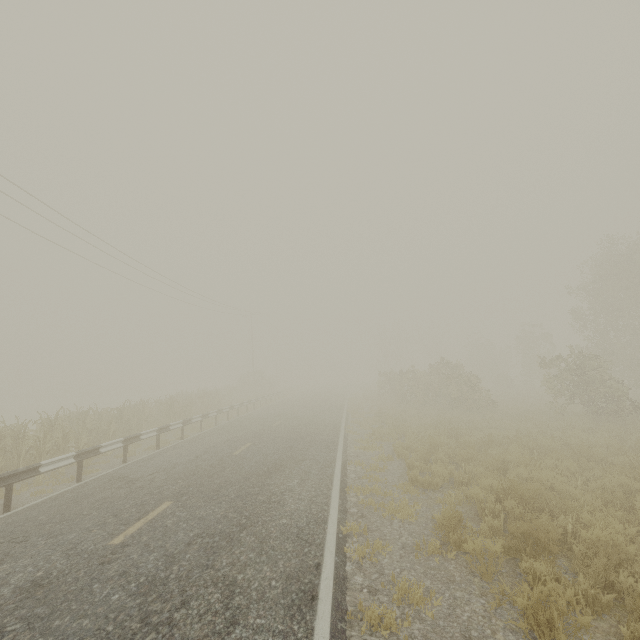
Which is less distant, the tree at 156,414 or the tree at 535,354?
the tree at 156,414

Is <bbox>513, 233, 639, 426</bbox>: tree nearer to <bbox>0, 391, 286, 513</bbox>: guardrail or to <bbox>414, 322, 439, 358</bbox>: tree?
<bbox>0, 391, 286, 513</bbox>: guardrail

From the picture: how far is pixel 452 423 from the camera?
14.4m

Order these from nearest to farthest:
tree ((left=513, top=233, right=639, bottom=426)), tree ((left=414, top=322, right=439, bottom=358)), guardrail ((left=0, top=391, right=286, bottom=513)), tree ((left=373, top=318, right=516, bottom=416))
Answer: guardrail ((left=0, top=391, right=286, bottom=513)), tree ((left=513, top=233, right=639, bottom=426)), tree ((left=373, top=318, right=516, bottom=416)), tree ((left=414, top=322, right=439, bottom=358))

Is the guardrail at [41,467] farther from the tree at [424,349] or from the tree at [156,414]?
the tree at [424,349]

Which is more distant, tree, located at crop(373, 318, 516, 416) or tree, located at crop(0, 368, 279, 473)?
tree, located at crop(373, 318, 516, 416)

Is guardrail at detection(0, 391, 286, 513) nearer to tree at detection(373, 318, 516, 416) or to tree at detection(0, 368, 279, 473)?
tree at detection(373, 318, 516, 416)

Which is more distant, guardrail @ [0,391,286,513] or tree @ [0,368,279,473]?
tree @ [0,368,279,473]
